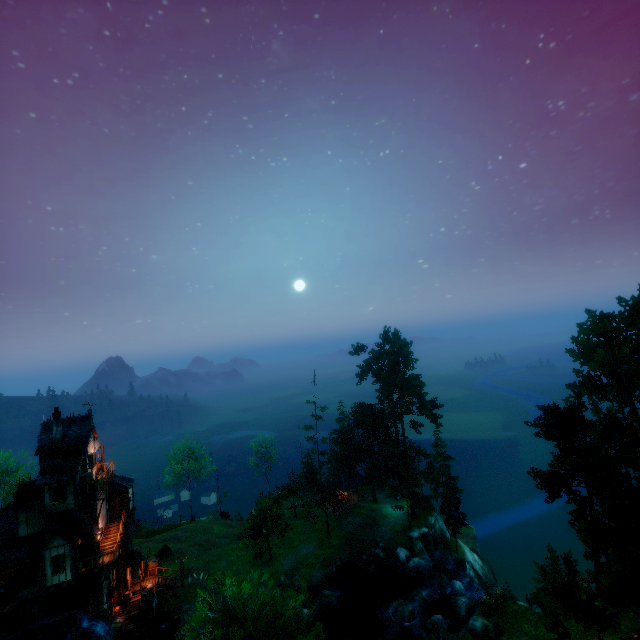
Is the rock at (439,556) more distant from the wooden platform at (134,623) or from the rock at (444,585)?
the wooden platform at (134,623)

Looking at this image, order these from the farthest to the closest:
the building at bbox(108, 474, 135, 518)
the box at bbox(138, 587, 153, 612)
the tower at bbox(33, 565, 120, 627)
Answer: the building at bbox(108, 474, 135, 518) < the box at bbox(138, 587, 153, 612) < the tower at bbox(33, 565, 120, 627)

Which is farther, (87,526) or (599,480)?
(87,526)

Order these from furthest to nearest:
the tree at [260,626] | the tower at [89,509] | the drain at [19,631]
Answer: the tower at [89,509], the drain at [19,631], the tree at [260,626]

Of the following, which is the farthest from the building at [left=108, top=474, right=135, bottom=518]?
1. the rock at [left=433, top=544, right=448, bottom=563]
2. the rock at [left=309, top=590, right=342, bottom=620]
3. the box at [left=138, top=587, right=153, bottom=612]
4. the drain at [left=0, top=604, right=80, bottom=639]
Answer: the rock at [left=433, top=544, right=448, bottom=563]

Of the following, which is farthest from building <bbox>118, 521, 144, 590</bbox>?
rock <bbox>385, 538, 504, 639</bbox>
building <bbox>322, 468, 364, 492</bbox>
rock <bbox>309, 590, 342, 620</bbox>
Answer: rock <bbox>385, 538, 504, 639</bbox>

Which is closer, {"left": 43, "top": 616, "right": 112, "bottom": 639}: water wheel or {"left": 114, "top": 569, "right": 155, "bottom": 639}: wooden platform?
{"left": 43, "top": 616, "right": 112, "bottom": 639}: water wheel

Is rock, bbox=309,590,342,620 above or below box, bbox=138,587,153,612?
below
